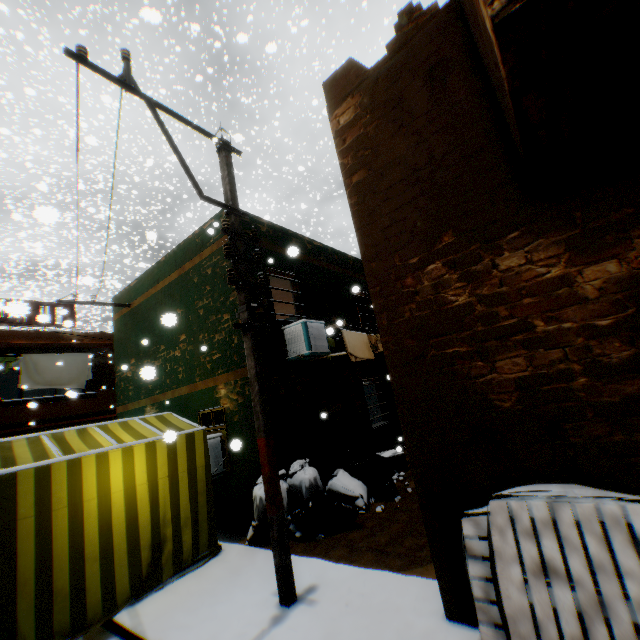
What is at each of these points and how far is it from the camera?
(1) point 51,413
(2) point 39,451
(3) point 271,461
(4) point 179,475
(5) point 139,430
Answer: (1) balcony, 12.5 meters
(2) tent, 4.7 meters
(3) electric pole, 4.1 meters
(4) tent, 5.3 meters
(5) tent, 5.7 meters

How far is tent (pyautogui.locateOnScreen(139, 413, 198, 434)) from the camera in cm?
584

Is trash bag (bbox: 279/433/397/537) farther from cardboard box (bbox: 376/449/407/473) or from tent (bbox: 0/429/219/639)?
cardboard box (bbox: 376/449/407/473)

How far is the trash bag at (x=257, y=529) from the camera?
5.6m

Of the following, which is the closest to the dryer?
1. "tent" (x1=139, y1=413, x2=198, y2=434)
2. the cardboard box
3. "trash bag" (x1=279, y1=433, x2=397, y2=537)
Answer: "tent" (x1=139, y1=413, x2=198, y2=434)

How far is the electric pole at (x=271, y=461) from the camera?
3.80m

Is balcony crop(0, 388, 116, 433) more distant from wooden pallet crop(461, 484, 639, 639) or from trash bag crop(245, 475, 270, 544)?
wooden pallet crop(461, 484, 639, 639)

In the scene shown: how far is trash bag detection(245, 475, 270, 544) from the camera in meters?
5.6 m
